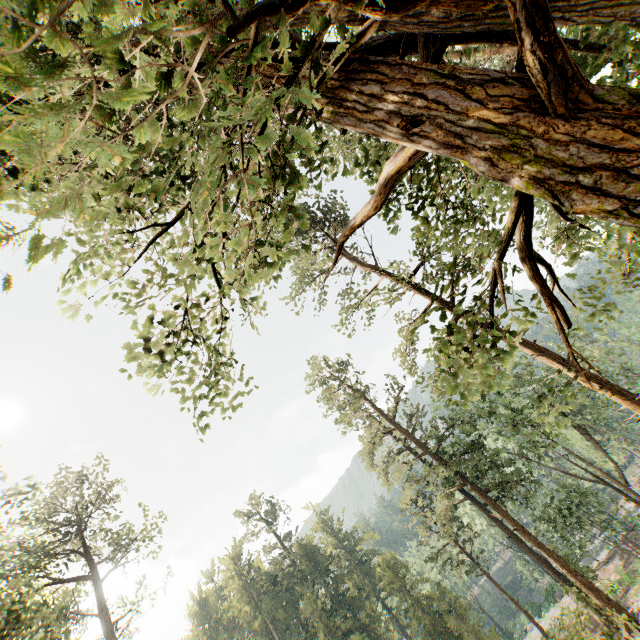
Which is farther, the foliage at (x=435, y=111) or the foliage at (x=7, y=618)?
the foliage at (x=7, y=618)

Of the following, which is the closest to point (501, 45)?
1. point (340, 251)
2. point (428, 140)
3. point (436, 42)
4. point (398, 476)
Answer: point (436, 42)

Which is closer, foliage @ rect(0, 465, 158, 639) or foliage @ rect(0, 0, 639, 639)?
foliage @ rect(0, 0, 639, 639)
